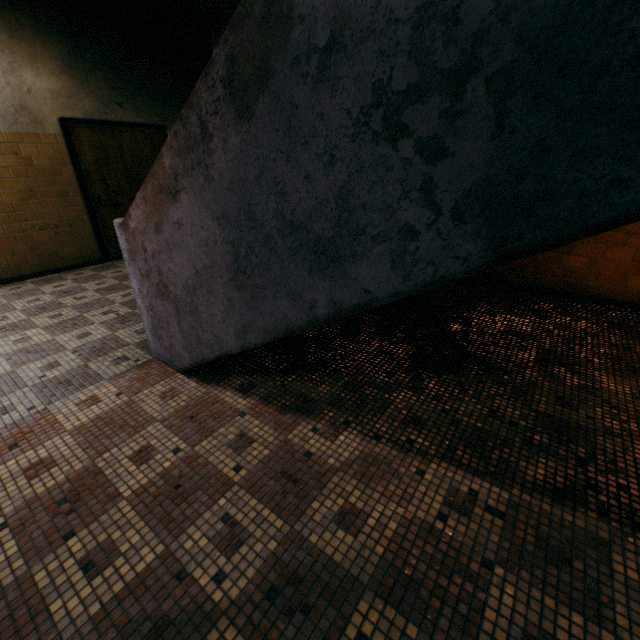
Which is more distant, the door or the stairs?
the door

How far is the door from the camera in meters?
5.1 m

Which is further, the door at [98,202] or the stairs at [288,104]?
the door at [98,202]

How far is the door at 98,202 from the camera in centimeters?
511cm

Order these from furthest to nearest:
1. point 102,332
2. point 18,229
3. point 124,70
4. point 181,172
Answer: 1. point 124,70
2. point 18,229
3. point 102,332
4. point 181,172
